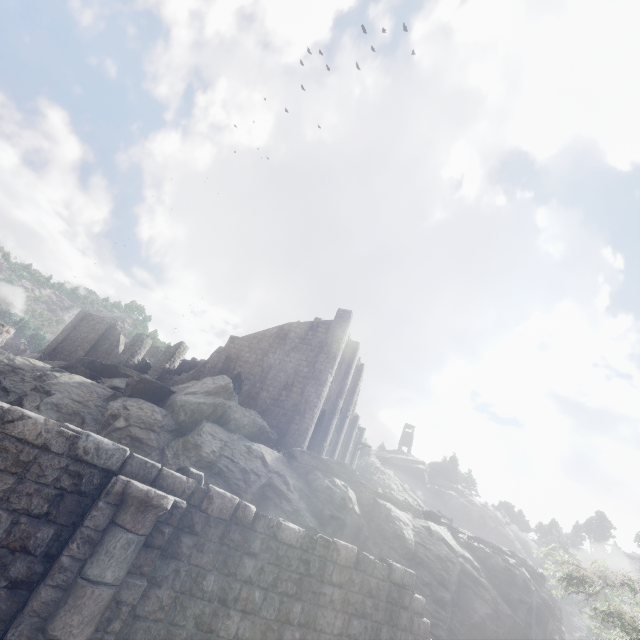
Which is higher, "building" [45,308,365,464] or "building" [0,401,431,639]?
"building" [45,308,365,464]

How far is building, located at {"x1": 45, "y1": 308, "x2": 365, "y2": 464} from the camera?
24.34m

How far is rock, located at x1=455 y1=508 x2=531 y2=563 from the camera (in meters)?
56.64

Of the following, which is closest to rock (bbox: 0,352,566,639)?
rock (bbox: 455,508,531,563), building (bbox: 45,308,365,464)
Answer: building (bbox: 45,308,365,464)

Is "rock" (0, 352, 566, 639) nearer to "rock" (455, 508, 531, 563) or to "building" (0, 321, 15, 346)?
"building" (0, 321, 15, 346)

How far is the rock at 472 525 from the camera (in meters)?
56.64

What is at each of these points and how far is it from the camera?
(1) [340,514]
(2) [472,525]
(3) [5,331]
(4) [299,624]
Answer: (1) rock, 15.91m
(2) rock, 58.66m
(3) building, 17.23m
(4) building, 6.67m

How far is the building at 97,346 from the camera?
24.34m
